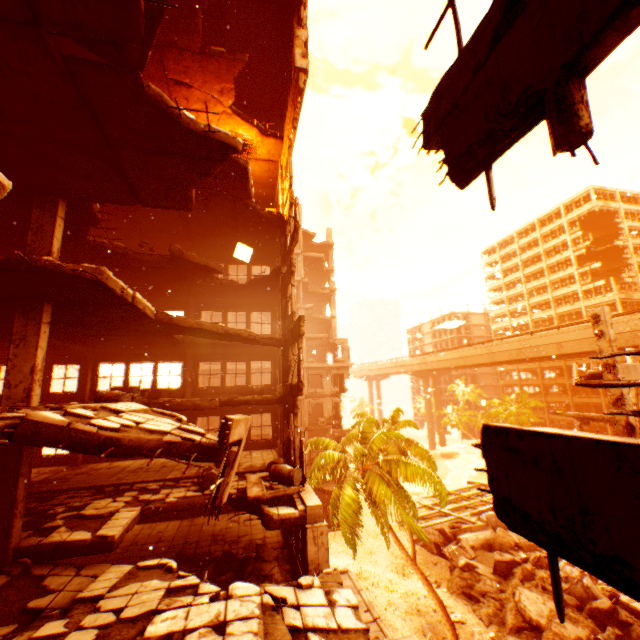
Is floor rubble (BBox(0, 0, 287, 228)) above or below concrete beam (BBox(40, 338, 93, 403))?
above

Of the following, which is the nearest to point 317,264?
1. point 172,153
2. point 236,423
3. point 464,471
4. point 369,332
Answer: point 369,332

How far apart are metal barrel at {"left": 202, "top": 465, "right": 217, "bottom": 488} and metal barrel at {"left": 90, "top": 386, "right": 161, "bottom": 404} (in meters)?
3.57

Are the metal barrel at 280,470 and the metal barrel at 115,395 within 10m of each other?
yes

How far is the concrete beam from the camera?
13.09m

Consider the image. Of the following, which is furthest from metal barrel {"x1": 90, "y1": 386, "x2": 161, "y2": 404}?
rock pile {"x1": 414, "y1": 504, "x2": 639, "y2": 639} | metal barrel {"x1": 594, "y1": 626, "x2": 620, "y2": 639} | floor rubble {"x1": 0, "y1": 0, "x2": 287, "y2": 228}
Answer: metal barrel {"x1": 594, "y1": 626, "x2": 620, "y2": 639}

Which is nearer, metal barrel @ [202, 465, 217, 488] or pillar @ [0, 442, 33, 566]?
pillar @ [0, 442, 33, 566]

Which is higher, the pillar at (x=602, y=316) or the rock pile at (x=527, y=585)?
the pillar at (x=602, y=316)
